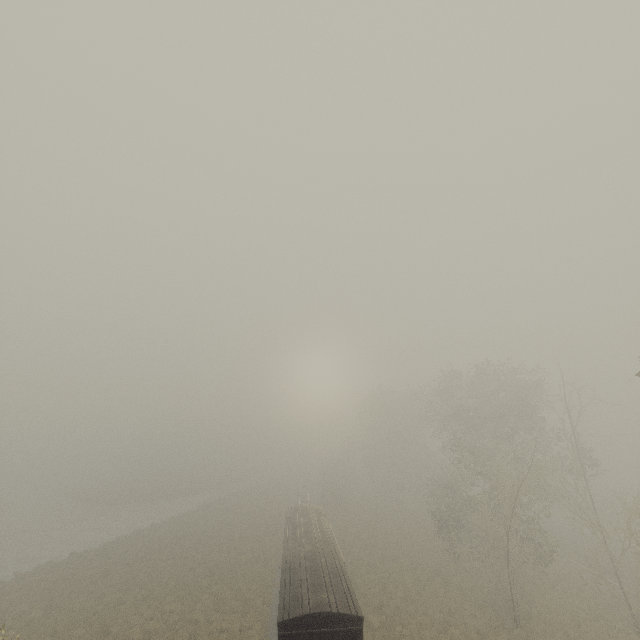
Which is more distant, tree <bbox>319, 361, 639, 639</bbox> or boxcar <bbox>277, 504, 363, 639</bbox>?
tree <bbox>319, 361, 639, 639</bbox>

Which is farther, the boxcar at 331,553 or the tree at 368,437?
the tree at 368,437

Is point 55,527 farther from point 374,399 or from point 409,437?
point 409,437
